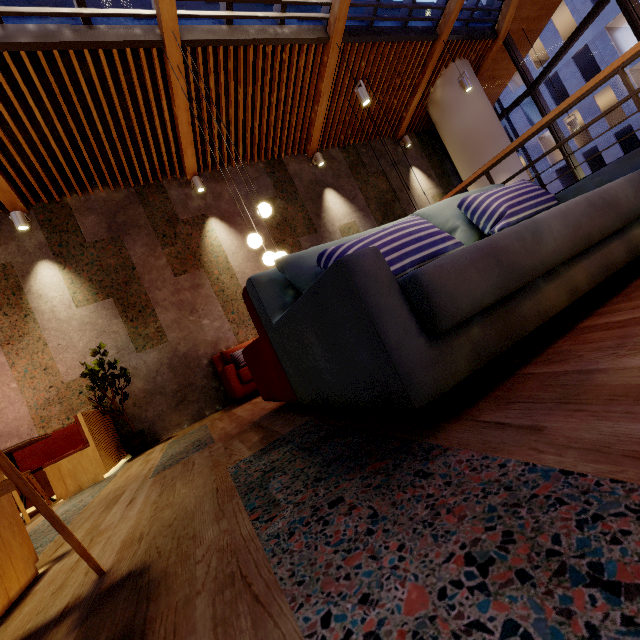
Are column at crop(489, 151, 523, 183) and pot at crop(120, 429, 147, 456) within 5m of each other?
no

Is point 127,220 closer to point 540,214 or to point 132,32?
point 132,32

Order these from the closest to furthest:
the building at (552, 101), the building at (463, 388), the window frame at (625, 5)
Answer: the building at (463, 388)
the window frame at (625, 5)
the building at (552, 101)

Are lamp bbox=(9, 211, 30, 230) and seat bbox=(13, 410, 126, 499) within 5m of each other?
yes

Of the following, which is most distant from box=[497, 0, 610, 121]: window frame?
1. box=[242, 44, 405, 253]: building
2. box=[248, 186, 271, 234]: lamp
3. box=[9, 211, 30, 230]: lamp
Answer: box=[9, 211, 30, 230]: lamp

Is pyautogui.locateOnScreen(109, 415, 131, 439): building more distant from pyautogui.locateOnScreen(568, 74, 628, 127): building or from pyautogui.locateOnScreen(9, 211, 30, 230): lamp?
pyautogui.locateOnScreen(568, 74, 628, 127): building

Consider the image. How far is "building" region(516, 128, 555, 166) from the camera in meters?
26.1

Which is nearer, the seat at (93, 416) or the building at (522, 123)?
the seat at (93, 416)
